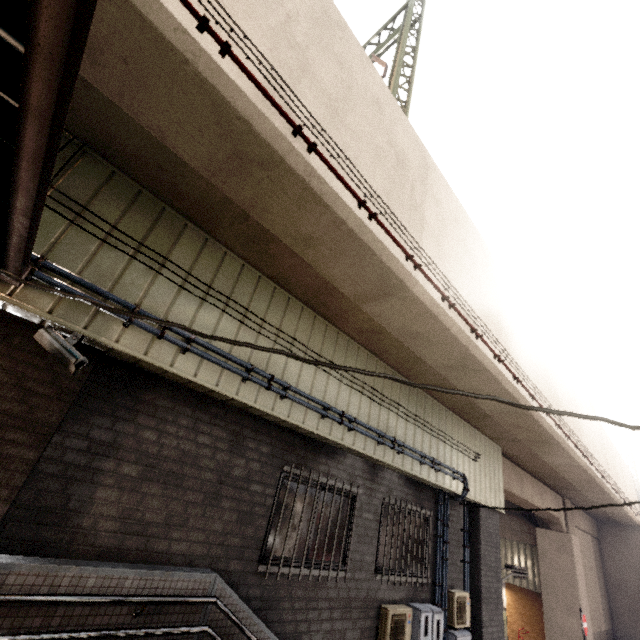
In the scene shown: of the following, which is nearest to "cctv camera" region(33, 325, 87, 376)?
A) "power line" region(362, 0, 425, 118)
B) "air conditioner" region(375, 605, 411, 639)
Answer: "power line" region(362, 0, 425, 118)

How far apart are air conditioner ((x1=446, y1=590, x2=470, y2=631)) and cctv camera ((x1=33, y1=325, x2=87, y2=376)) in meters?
8.3 m

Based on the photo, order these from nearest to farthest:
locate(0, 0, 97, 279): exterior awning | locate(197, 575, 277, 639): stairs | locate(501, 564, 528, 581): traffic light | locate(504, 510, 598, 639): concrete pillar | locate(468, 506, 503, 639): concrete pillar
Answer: locate(0, 0, 97, 279): exterior awning, locate(197, 575, 277, 639): stairs, locate(468, 506, 503, 639): concrete pillar, locate(501, 564, 528, 581): traffic light, locate(504, 510, 598, 639): concrete pillar

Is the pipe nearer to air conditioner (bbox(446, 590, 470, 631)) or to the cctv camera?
the cctv camera

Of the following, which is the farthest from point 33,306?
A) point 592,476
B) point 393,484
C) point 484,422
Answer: point 592,476

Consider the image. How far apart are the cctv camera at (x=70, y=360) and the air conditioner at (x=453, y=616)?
8.3m

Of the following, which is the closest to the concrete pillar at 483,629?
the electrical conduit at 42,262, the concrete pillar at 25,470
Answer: the electrical conduit at 42,262

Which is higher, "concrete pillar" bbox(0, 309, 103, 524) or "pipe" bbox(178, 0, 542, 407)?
"pipe" bbox(178, 0, 542, 407)
